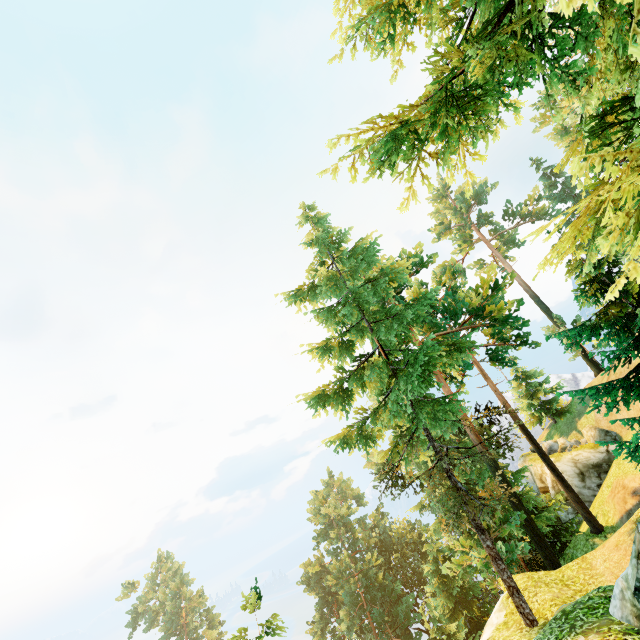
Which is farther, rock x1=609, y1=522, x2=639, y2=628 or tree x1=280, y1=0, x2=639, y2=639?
rock x1=609, y1=522, x2=639, y2=628

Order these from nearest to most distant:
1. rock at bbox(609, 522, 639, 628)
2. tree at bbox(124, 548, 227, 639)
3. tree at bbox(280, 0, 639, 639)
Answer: tree at bbox(280, 0, 639, 639)
rock at bbox(609, 522, 639, 628)
tree at bbox(124, 548, 227, 639)

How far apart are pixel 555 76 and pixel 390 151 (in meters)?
2.14

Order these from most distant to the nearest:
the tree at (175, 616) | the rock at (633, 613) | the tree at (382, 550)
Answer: the tree at (175, 616)
the rock at (633, 613)
the tree at (382, 550)

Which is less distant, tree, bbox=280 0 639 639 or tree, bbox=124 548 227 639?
tree, bbox=280 0 639 639

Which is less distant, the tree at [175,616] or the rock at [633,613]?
the rock at [633,613]
